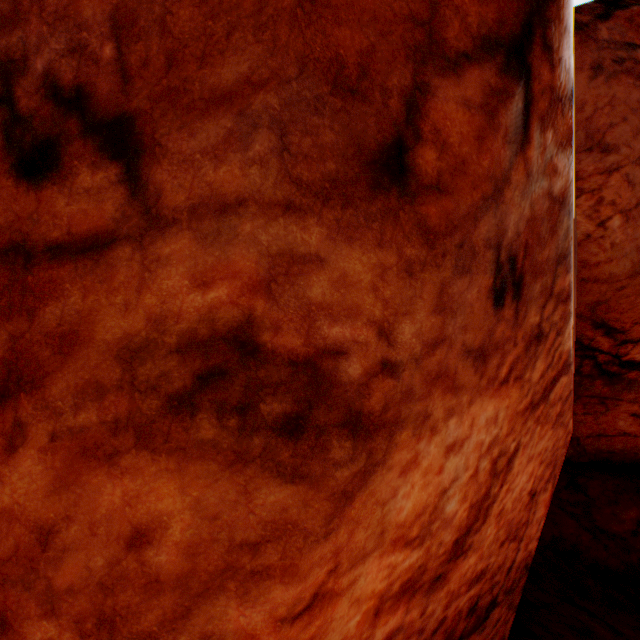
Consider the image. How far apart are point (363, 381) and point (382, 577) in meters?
1.4
